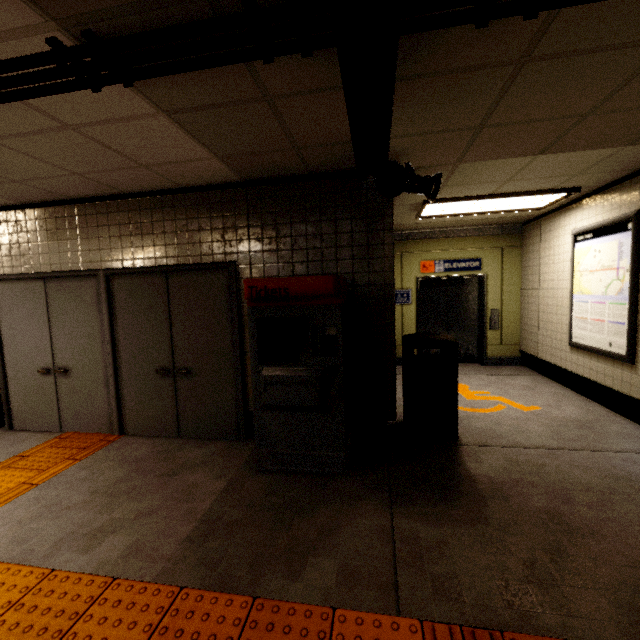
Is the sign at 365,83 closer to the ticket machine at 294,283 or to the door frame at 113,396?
the ticket machine at 294,283

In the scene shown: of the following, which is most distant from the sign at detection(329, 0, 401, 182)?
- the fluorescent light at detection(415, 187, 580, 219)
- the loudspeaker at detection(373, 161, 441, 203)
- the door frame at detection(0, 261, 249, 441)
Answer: the fluorescent light at detection(415, 187, 580, 219)

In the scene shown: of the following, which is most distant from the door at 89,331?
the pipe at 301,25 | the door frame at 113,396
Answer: the pipe at 301,25

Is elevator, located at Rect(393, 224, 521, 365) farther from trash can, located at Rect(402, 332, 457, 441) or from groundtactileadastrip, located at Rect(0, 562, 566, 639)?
groundtactileadastrip, located at Rect(0, 562, 566, 639)

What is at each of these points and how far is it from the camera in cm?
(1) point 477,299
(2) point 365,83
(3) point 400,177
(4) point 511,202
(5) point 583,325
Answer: (1) elevator, 718
(2) sign, 117
(3) loudspeaker, 298
(4) fluorescent light, 475
(5) sign, 468

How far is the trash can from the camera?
3.6 meters

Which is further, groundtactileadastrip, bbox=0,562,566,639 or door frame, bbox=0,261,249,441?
door frame, bbox=0,261,249,441

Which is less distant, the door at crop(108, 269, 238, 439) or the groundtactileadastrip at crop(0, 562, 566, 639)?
the groundtactileadastrip at crop(0, 562, 566, 639)
